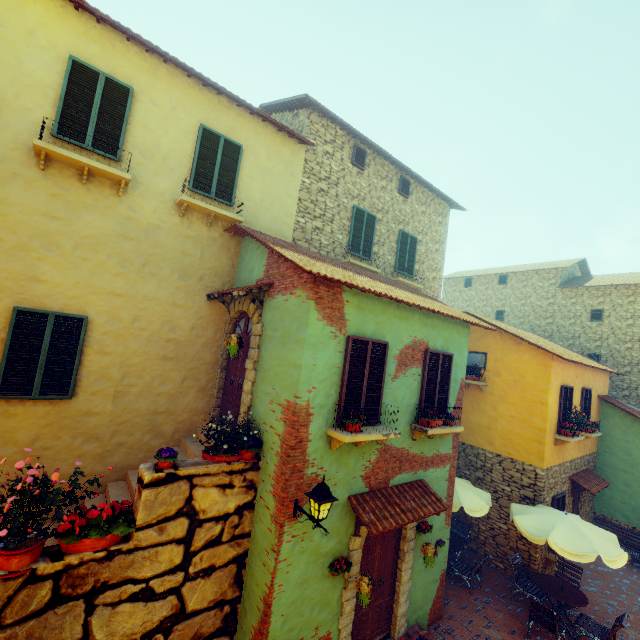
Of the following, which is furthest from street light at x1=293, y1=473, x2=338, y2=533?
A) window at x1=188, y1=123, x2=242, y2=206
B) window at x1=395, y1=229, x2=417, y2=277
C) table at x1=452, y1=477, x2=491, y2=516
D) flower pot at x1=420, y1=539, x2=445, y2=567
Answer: window at x1=395, y1=229, x2=417, y2=277

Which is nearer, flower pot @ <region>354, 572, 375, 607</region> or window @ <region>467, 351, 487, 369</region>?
flower pot @ <region>354, 572, 375, 607</region>

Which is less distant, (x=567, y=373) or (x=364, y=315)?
(x=364, y=315)

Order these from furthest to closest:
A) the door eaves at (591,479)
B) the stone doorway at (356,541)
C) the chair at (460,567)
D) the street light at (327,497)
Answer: the door eaves at (591,479) < the chair at (460,567) < the stone doorway at (356,541) < the street light at (327,497)

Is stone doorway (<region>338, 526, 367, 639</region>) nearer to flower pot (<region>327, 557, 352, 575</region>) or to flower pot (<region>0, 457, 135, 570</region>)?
flower pot (<region>327, 557, 352, 575</region>)

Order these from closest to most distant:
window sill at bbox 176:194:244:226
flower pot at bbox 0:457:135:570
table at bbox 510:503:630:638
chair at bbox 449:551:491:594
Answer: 1. flower pot at bbox 0:457:135:570
2. window sill at bbox 176:194:244:226
3. table at bbox 510:503:630:638
4. chair at bbox 449:551:491:594

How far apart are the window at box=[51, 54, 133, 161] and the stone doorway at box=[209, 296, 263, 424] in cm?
373

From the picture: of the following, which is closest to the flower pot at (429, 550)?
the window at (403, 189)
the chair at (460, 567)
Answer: the chair at (460, 567)
